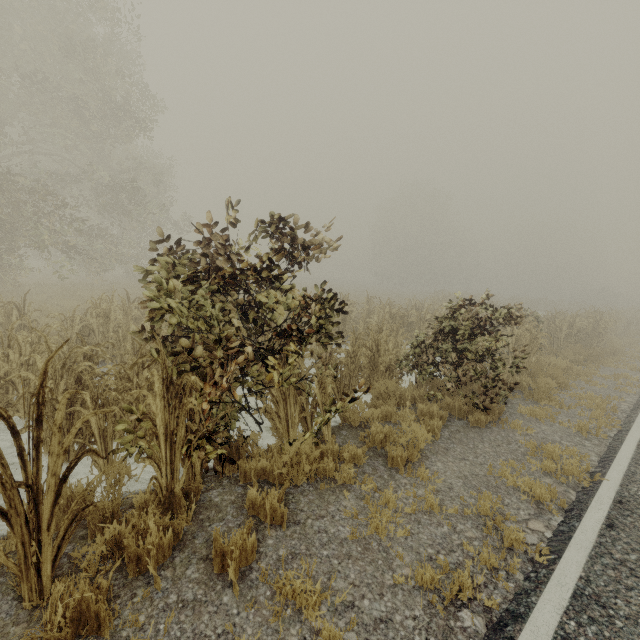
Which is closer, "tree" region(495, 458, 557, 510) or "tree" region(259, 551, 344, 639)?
"tree" region(259, 551, 344, 639)

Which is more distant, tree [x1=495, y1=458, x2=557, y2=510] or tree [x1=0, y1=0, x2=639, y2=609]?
tree [x1=495, y1=458, x2=557, y2=510]

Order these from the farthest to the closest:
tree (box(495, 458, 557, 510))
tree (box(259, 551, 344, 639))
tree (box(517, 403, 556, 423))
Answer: tree (box(517, 403, 556, 423)) < tree (box(495, 458, 557, 510)) < tree (box(259, 551, 344, 639))

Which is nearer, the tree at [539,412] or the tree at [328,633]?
the tree at [328,633]

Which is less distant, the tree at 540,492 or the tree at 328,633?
the tree at 328,633

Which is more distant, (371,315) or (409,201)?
(409,201)

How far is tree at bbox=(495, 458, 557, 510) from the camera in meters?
4.2

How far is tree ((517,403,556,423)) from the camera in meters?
6.9
